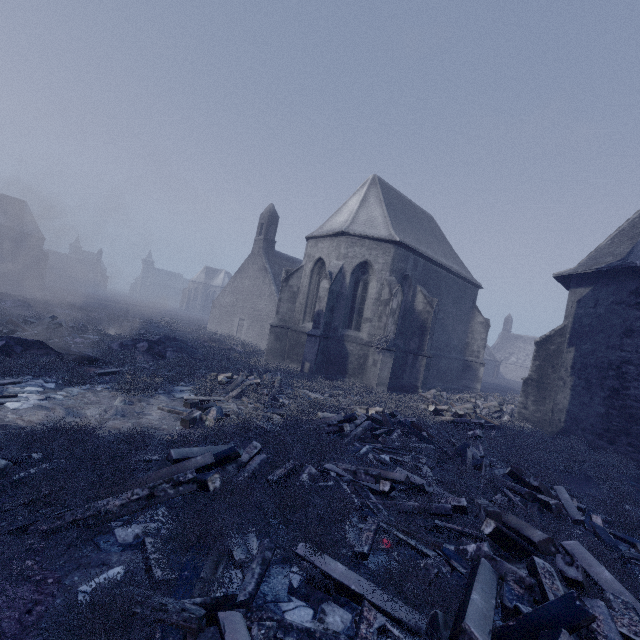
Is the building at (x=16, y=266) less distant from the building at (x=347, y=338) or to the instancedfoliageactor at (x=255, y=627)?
the instancedfoliageactor at (x=255, y=627)

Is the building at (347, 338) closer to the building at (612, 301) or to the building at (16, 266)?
the building at (612, 301)

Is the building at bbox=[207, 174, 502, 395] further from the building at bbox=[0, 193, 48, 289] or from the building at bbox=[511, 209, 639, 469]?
the building at bbox=[0, 193, 48, 289]

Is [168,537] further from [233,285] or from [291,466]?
[233,285]

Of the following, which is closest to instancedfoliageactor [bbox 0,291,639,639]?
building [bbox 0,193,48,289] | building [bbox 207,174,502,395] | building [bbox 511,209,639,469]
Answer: building [bbox 207,174,502,395]

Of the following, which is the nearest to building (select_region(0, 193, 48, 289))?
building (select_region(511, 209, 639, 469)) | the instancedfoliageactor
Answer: the instancedfoliageactor

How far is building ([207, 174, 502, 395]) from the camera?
15.8 meters

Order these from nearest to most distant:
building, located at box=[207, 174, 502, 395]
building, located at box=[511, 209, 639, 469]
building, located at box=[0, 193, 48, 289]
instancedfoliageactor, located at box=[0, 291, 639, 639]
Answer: instancedfoliageactor, located at box=[0, 291, 639, 639], building, located at box=[511, 209, 639, 469], building, located at box=[207, 174, 502, 395], building, located at box=[0, 193, 48, 289]
